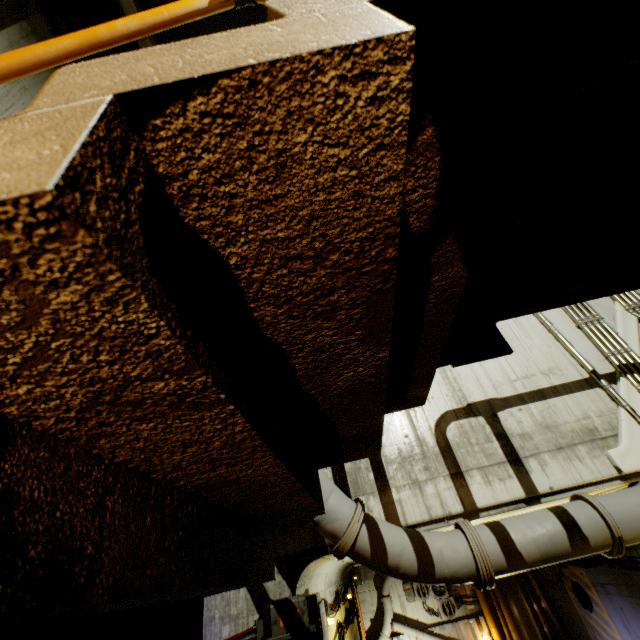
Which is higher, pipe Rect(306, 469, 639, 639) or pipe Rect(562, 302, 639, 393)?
pipe Rect(562, 302, 639, 393)

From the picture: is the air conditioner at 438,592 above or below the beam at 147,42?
below

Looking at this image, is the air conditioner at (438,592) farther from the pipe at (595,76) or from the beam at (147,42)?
the beam at (147,42)

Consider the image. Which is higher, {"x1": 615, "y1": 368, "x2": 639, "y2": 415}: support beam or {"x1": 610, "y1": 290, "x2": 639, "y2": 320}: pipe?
{"x1": 610, "y1": 290, "x2": 639, "y2": 320}: pipe

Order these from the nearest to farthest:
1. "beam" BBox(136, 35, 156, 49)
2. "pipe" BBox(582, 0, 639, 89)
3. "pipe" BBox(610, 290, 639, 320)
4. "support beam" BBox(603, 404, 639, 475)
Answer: "pipe" BBox(582, 0, 639, 89)
"support beam" BBox(603, 404, 639, 475)
"pipe" BBox(610, 290, 639, 320)
"beam" BBox(136, 35, 156, 49)

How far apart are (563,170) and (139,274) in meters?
1.9 m

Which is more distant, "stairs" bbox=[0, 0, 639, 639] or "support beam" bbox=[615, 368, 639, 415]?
"support beam" bbox=[615, 368, 639, 415]

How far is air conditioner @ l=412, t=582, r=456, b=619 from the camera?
16.27m
